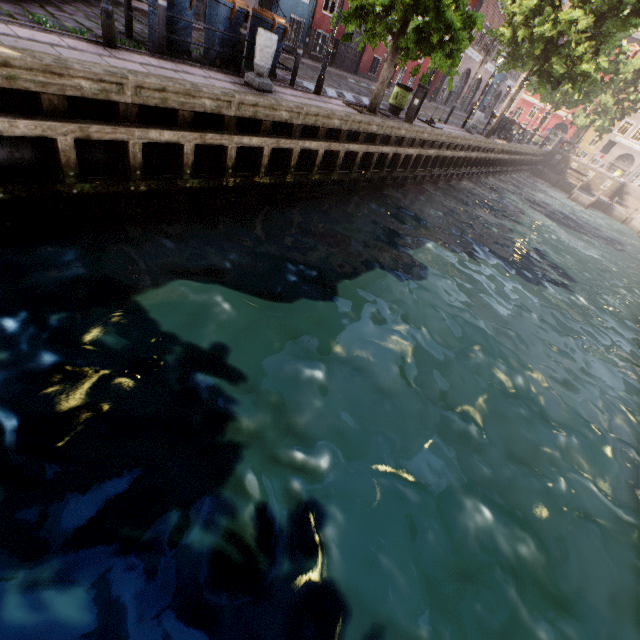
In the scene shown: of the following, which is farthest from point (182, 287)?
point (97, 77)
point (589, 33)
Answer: point (589, 33)

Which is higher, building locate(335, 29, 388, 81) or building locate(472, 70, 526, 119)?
building locate(472, 70, 526, 119)

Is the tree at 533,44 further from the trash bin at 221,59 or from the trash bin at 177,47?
the trash bin at 177,47

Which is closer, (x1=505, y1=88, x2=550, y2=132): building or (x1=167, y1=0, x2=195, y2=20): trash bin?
(x1=167, y1=0, x2=195, y2=20): trash bin

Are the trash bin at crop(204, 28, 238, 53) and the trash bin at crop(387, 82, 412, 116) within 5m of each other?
no

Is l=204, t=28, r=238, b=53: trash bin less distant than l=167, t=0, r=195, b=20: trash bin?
No

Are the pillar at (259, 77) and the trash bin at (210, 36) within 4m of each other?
yes

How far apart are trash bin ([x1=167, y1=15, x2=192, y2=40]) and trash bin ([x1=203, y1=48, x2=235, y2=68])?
0.55m
